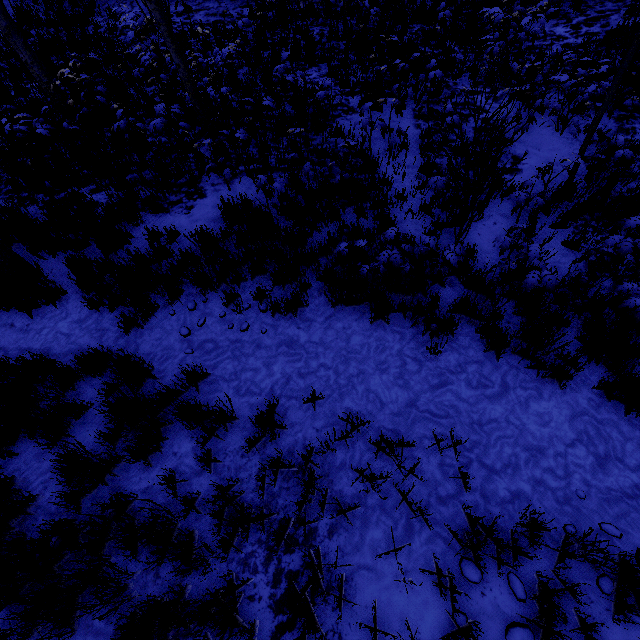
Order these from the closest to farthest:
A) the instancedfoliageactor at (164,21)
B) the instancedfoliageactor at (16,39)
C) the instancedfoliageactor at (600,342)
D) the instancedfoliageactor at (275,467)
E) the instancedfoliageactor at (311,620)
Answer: the instancedfoliageactor at (311,620) → the instancedfoliageactor at (275,467) → the instancedfoliageactor at (600,342) → the instancedfoliageactor at (164,21) → the instancedfoliageactor at (16,39)

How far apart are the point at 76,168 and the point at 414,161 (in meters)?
6.70

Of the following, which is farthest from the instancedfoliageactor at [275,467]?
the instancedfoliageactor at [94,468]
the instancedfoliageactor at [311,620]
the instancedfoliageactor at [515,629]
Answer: the instancedfoliageactor at [515,629]

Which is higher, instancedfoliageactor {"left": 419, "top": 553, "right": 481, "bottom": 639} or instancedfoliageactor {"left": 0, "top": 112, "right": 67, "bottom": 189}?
instancedfoliageactor {"left": 0, "top": 112, "right": 67, "bottom": 189}

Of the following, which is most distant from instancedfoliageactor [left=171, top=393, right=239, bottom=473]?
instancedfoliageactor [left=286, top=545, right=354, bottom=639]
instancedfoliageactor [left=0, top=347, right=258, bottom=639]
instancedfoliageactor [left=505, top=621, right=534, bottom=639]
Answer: instancedfoliageactor [left=505, top=621, right=534, bottom=639]

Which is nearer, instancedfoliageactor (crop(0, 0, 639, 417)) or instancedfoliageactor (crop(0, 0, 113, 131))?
instancedfoliageactor (crop(0, 0, 639, 417))
